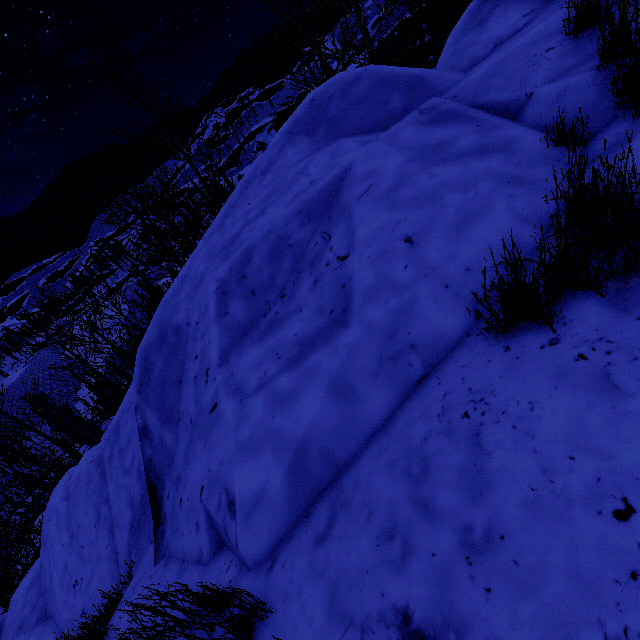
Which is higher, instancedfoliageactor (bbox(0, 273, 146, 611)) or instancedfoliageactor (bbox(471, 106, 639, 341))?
instancedfoliageactor (bbox(471, 106, 639, 341))

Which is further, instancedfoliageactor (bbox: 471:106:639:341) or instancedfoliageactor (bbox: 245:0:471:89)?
instancedfoliageactor (bbox: 245:0:471:89)

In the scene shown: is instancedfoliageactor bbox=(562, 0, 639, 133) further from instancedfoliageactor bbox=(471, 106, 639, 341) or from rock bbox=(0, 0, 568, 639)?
instancedfoliageactor bbox=(471, 106, 639, 341)

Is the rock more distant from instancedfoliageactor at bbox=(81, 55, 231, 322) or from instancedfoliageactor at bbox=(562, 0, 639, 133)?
instancedfoliageactor at bbox=(81, 55, 231, 322)

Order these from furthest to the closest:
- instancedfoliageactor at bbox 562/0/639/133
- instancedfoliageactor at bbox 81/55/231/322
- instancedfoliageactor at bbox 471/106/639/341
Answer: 1. instancedfoliageactor at bbox 81/55/231/322
2. instancedfoliageactor at bbox 562/0/639/133
3. instancedfoliageactor at bbox 471/106/639/341

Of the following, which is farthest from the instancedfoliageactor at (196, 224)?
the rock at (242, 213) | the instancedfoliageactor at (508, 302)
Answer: the instancedfoliageactor at (508, 302)

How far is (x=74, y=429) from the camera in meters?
13.6

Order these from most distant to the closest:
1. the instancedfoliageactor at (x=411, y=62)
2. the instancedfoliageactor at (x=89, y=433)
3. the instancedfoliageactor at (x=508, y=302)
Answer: the instancedfoliageactor at (x=89, y=433), the instancedfoliageactor at (x=411, y=62), the instancedfoliageactor at (x=508, y=302)
